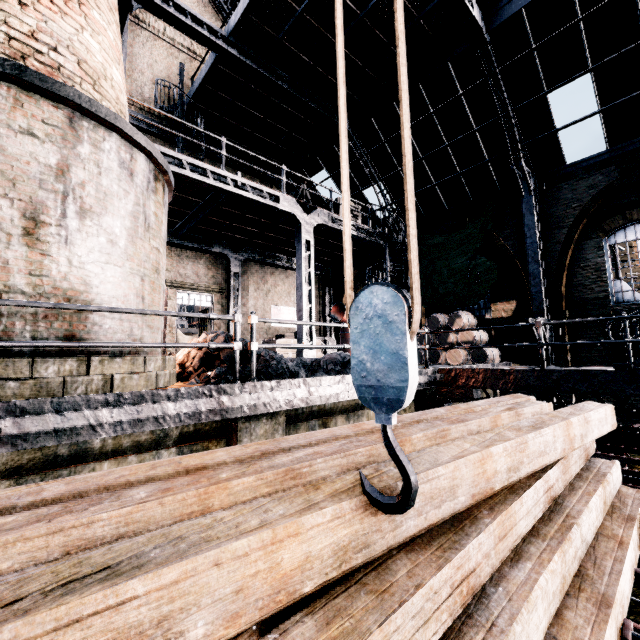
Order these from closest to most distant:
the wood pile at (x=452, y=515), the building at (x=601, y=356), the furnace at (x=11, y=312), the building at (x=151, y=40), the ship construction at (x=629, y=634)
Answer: the wood pile at (x=452, y=515), the ship construction at (x=629, y=634), the furnace at (x=11, y=312), the building at (x=601, y=356), the building at (x=151, y=40)

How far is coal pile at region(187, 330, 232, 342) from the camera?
7.4 meters

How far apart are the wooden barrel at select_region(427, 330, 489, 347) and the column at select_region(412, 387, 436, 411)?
4.3 meters

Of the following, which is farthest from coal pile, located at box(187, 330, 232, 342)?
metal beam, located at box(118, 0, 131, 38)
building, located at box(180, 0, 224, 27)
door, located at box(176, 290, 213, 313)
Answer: metal beam, located at box(118, 0, 131, 38)

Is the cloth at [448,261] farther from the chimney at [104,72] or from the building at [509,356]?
the chimney at [104,72]

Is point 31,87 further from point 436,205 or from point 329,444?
point 436,205

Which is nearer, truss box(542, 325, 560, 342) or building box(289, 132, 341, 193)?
truss box(542, 325, 560, 342)
